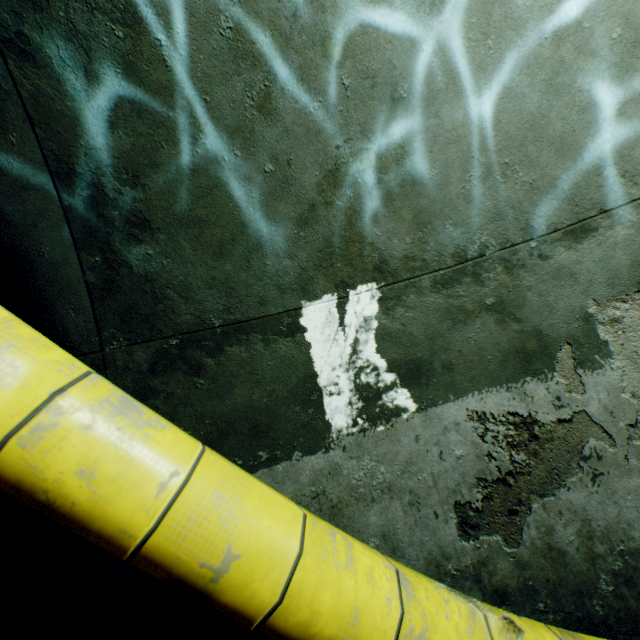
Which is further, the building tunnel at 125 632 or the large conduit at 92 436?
the building tunnel at 125 632

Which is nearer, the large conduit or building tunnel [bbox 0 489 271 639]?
the large conduit

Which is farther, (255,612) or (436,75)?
(436,75)
